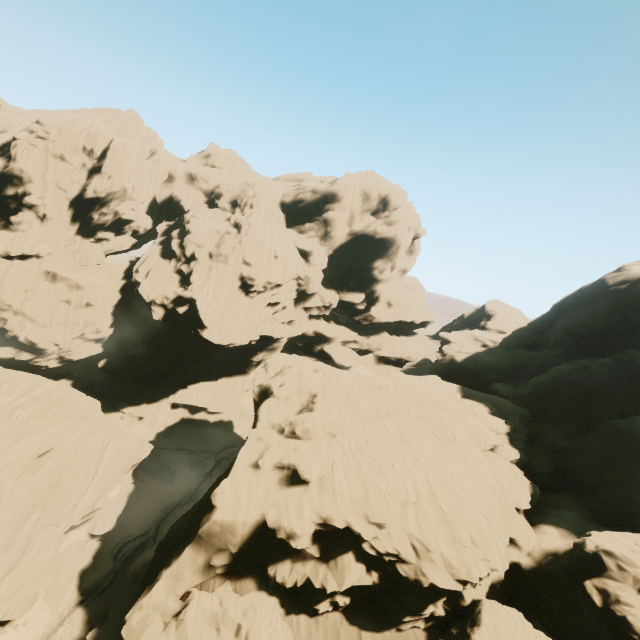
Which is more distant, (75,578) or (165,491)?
(165,491)

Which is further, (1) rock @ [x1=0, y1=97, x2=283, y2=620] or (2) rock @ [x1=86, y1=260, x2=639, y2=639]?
(1) rock @ [x1=0, y1=97, x2=283, y2=620]

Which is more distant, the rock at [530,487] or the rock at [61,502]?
the rock at [61,502]
